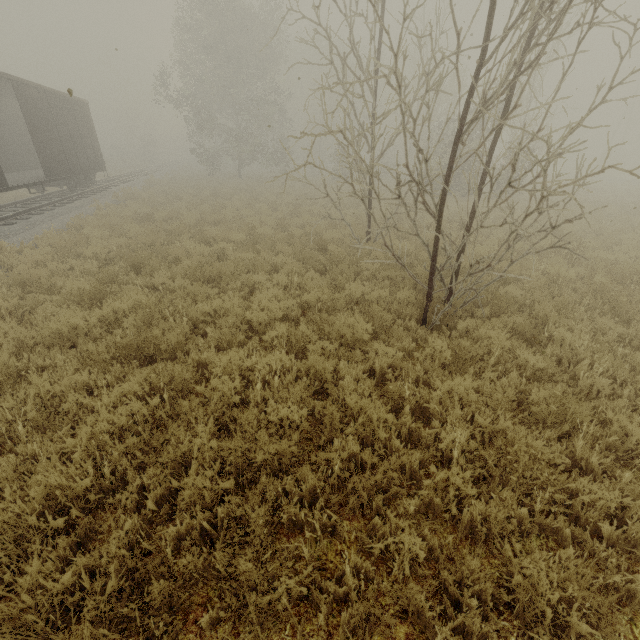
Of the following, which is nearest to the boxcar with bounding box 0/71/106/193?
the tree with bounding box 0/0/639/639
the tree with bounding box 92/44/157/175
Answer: the tree with bounding box 0/0/639/639

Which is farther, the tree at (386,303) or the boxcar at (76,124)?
the boxcar at (76,124)

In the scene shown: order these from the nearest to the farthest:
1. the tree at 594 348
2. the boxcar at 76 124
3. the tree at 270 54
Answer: the tree at 270 54 → the tree at 594 348 → the boxcar at 76 124

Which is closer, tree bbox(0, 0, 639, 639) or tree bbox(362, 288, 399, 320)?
tree bbox(0, 0, 639, 639)

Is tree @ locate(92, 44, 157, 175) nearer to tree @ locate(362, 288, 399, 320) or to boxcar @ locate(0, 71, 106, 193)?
tree @ locate(362, 288, 399, 320)

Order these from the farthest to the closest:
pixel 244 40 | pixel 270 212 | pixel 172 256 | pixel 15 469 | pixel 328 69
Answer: pixel 328 69 → pixel 244 40 → pixel 270 212 → pixel 172 256 → pixel 15 469

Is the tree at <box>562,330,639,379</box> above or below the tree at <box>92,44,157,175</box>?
below
